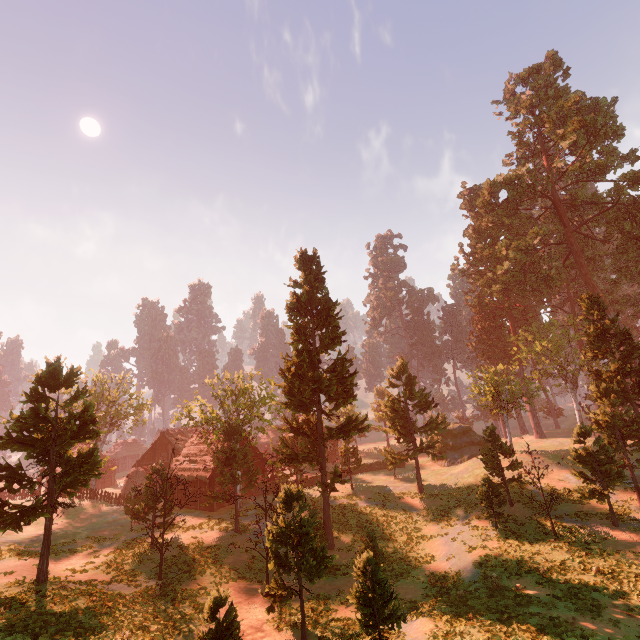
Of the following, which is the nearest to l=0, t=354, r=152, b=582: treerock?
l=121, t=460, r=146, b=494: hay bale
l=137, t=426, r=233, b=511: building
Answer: l=137, t=426, r=233, b=511: building

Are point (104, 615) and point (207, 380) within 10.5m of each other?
no

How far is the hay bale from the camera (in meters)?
43.47

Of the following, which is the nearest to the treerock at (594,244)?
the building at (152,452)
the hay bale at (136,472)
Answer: the building at (152,452)

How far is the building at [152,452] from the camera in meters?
34.0

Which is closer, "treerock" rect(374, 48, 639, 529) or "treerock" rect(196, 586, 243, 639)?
"treerock" rect(196, 586, 243, 639)

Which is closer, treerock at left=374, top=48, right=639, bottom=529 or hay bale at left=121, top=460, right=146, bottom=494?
treerock at left=374, top=48, right=639, bottom=529

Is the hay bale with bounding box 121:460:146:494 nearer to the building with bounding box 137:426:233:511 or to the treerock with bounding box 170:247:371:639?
the building with bounding box 137:426:233:511
